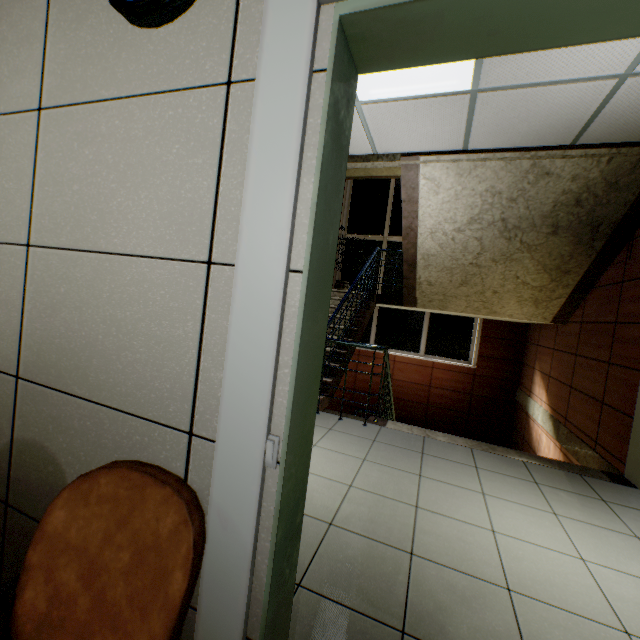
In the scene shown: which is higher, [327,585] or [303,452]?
[303,452]

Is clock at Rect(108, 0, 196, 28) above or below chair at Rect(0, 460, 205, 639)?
above

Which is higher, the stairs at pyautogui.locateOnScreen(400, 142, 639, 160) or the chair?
the stairs at pyautogui.locateOnScreen(400, 142, 639, 160)

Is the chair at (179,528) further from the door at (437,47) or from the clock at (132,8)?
the clock at (132,8)

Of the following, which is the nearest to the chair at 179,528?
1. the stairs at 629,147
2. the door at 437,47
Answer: the door at 437,47

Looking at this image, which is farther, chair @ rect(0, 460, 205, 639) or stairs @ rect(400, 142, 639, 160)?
stairs @ rect(400, 142, 639, 160)

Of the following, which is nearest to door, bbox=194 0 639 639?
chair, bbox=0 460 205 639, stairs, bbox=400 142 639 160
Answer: chair, bbox=0 460 205 639

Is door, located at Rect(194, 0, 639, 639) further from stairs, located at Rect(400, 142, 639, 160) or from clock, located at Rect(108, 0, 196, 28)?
stairs, located at Rect(400, 142, 639, 160)
